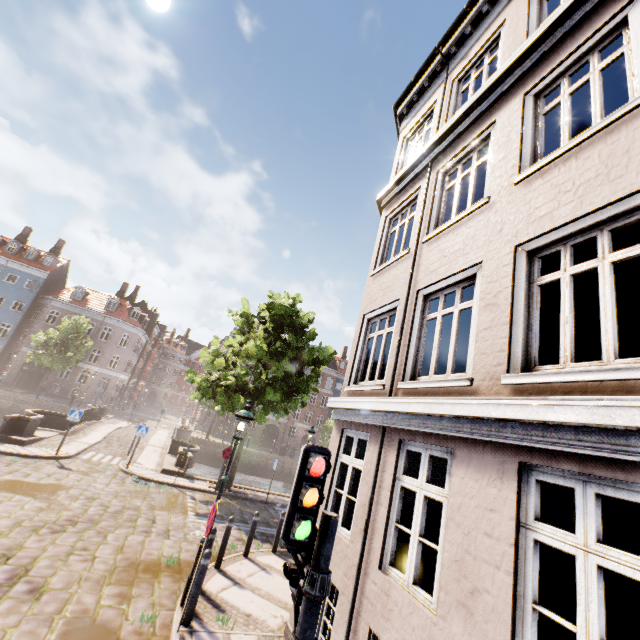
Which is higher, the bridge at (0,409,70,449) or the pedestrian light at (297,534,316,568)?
the pedestrian light at (297,534,316,568)

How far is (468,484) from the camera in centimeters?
369cm

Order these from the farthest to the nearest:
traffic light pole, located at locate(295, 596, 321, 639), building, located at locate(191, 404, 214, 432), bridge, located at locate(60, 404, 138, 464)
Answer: building, located at locate(191, 404, 214, 432) < bridge, located at locate(60, 404, 138, 464) < traffic light pole, located at locate(295, 596, 321, 639)

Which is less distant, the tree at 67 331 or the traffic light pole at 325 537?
the traffic light pole at 325 537

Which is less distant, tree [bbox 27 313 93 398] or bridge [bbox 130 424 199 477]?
bridge [bbox 130 424 199 477]

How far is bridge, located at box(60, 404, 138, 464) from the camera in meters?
15.8 m

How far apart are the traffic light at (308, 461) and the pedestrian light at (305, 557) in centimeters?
5cm

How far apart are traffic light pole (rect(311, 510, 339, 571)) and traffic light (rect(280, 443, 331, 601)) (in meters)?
0.06
